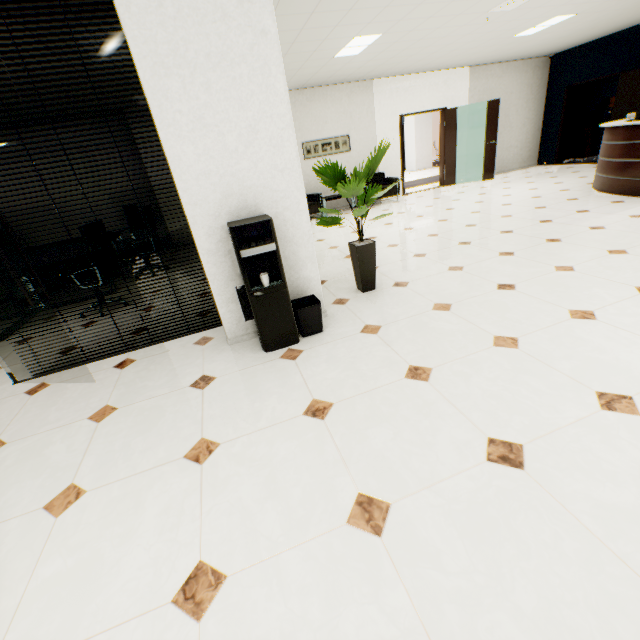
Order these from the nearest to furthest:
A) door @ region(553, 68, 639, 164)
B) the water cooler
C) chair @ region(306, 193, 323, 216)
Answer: the water cooler
door @ region(553, 68, 639, 164)
chair @ region(306, 193, 323, 216)

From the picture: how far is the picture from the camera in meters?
8.5

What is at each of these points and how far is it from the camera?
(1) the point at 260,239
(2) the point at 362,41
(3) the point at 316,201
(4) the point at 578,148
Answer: (1) water cooler, 2.43m
(2) light, 5.25m
(3) chair, 8.30m
(4) cardboard box, 10.81m

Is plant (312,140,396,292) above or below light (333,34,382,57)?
below

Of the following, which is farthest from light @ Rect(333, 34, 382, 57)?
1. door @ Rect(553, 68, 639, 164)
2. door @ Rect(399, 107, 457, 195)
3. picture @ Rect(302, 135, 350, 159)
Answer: door @ Rect(553, 68, 639, 164)

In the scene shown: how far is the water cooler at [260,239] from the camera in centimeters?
241cm

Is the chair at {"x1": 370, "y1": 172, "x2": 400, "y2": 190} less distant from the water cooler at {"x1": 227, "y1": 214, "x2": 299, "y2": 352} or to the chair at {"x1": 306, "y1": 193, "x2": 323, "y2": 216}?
the chair at {"x1": 306, "y1": 193, "x2": 323, "y2": 216}

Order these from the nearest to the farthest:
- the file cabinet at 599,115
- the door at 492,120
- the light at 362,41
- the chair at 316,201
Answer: the light at 362,41 → the chair at 316,201 → the door at 492,120 → the file cabinet at 599,115
